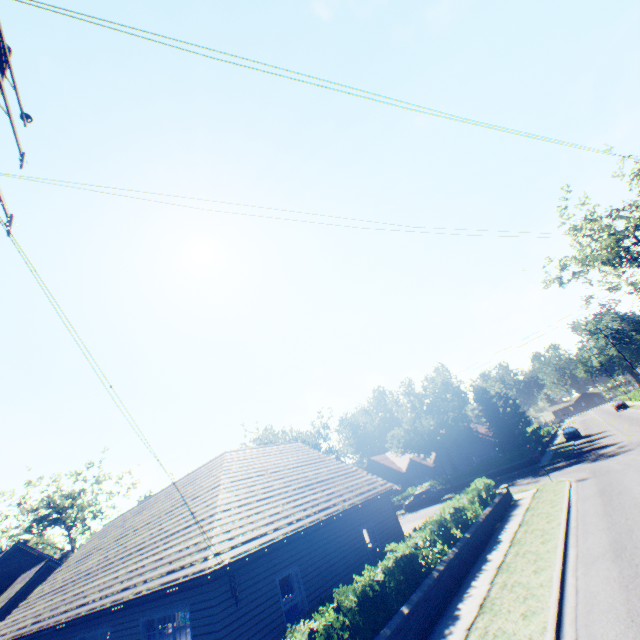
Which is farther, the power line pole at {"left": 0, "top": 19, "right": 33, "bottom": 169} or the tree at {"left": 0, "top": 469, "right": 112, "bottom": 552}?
the tree at {"left": 0, "top": 469, "right": 112, "bottom": 552}

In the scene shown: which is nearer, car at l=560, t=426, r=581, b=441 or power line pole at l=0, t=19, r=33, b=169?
power line pole at l=0, t=19, r=33, b=169

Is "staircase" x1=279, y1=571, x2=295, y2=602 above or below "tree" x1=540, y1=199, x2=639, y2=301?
below

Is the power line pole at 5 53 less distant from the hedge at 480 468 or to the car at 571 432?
the hedge at 480 468

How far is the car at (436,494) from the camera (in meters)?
34.50

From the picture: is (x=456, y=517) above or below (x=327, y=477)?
below

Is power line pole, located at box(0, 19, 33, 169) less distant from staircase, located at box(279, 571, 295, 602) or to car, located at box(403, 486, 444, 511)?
staircase, located at box(279, 571, 295, 602)

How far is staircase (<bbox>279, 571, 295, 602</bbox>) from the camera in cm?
1500
